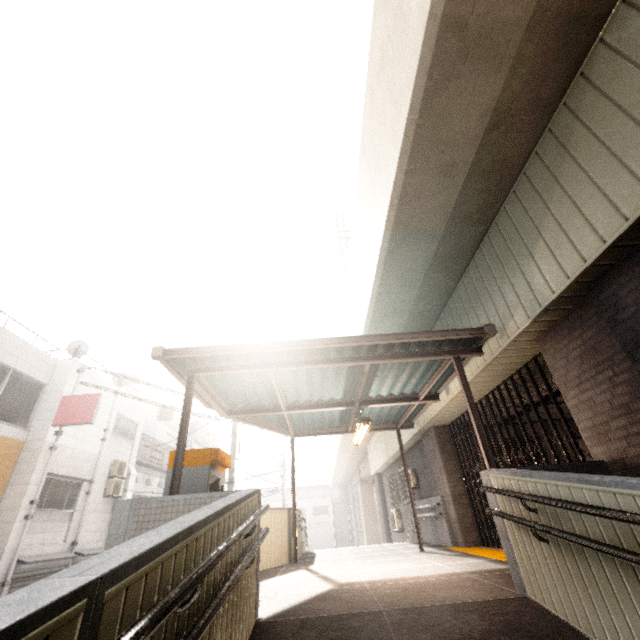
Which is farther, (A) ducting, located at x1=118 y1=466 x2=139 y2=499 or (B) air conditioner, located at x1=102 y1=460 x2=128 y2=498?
(A) ducting, located at x1=118 y1=466 x2=139 y2=499

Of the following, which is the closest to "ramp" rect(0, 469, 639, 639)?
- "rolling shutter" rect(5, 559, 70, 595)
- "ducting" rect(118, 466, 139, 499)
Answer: "rolling shutter" rect(5, 559, 70, 595)

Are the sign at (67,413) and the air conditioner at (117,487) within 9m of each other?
yes

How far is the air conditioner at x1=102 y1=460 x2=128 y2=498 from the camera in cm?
1348

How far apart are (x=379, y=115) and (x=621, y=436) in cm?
554

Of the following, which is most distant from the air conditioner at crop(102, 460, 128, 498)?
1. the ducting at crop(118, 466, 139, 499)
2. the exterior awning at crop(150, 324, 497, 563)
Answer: the exterior awning at crop(150, 324, 497, 563)

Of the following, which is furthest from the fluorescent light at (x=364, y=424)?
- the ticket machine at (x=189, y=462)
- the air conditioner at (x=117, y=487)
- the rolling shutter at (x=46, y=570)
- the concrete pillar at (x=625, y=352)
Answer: the air conditioner at (x=117, y=487)

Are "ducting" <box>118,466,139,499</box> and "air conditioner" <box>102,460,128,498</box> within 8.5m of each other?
yes
